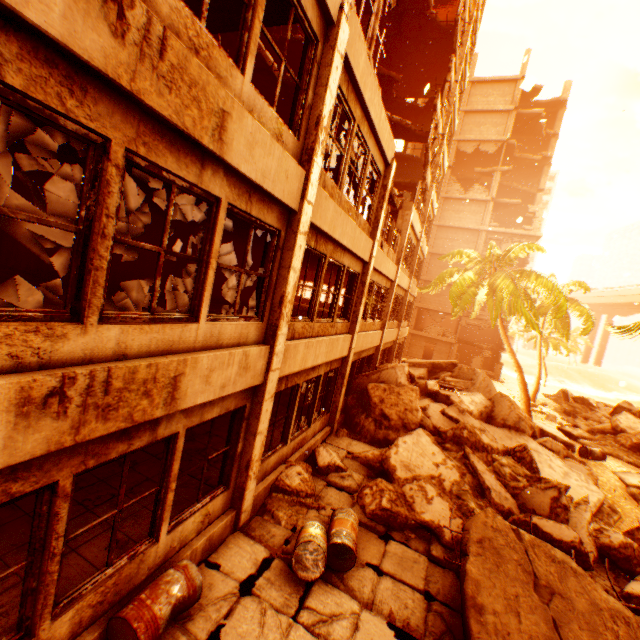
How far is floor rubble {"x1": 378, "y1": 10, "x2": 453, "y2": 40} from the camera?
17.77m

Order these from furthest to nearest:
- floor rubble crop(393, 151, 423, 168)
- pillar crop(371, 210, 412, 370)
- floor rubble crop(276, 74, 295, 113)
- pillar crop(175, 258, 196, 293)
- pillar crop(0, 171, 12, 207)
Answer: floor rubble crop(393, 151, 423, 168) → pillar crop(371, 210, 412, 370) → pillar crop(175, 258, 196, 293) → floor rubble crop(276, 74, 295, 113) → pillar crop(0, 171, 12, 207)

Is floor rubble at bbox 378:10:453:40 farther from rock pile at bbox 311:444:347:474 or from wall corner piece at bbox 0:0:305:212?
rock pile at bbox 311:444:347:474

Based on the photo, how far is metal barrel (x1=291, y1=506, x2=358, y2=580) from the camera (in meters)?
4.93

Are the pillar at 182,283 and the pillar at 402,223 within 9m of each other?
yes

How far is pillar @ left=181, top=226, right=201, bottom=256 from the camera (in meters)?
12.70

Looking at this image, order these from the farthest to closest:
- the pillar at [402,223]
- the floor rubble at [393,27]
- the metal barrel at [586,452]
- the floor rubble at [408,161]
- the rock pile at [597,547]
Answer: the floor rubble at [408,161], the floor rubble at [393,27], the pillar at [402,223], the metal barrel at [586,452], the rock pile at [597,547]

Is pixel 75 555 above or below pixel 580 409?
below
